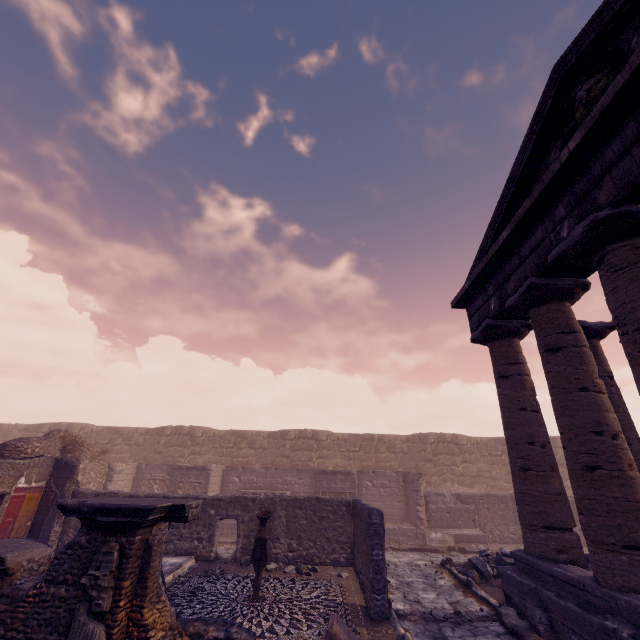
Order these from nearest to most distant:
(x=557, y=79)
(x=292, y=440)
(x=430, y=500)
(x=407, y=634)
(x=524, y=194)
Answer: (x=407, y=634)
(x=557, y=79)
(x=524, y=194)
(x=430, y=500)
(x=292, y=440)

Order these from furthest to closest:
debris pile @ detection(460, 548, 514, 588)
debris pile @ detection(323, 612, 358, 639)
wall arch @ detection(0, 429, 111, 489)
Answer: wall arch @ detection(0, 429, 111, 489)
debris pile @ detection(460, 548, 514, 588)
debris pile @ detection(323, 612, 358, 639)

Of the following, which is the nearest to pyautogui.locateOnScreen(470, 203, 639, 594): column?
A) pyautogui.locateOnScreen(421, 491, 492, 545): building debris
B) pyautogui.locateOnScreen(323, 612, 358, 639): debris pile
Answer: pyautogui.locateOnScreen(323, 612, 358, 639): debris pile

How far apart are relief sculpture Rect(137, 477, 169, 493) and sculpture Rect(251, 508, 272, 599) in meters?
11.0 m

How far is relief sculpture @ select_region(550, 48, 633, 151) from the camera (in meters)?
5.18

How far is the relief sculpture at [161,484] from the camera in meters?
16.4

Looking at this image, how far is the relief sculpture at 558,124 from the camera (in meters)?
5.18

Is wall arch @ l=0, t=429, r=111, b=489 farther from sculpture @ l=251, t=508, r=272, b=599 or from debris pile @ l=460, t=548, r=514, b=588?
debris pile @ l=460, t=548, r=514, b=588
